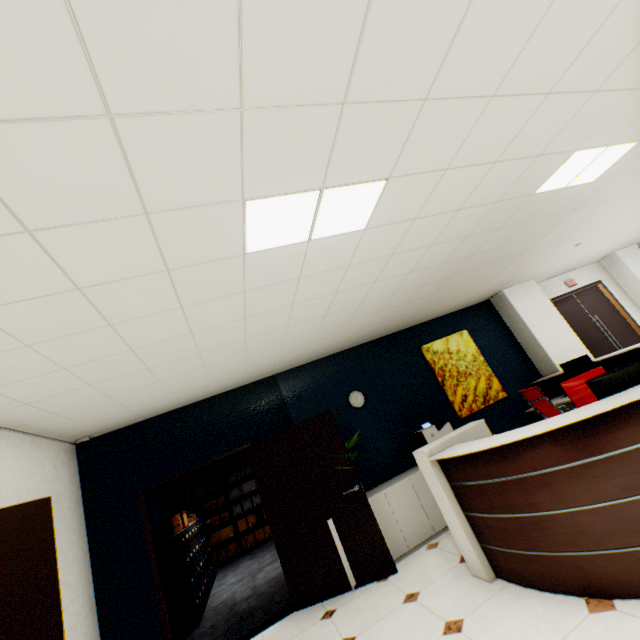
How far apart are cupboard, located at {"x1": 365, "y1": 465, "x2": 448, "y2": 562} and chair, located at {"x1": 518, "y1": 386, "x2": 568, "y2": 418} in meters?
1.0

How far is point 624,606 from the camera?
2.1 meters

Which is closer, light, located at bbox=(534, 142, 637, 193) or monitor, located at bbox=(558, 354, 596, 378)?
light, located at bbox=(534, 142, 637, 193)

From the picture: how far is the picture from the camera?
5.83m

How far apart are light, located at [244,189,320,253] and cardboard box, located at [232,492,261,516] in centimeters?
899cm

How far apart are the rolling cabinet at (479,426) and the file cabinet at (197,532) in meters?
4.6

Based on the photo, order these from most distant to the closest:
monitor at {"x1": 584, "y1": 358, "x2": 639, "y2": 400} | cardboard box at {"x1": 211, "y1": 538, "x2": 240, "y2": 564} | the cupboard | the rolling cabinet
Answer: cardboard box at {"x1": 211, "y1": 538, "x2": 240, "y2": 564}, the cupboard, the rolling cabinet, monitor at {"x1": 584, "y1": 358, "x2": 639, "y2": 400}

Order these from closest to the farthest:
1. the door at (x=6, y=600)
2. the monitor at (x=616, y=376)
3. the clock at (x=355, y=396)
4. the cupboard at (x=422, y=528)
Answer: the door at (x=6, y=600) < the monitor at (x=616, y=376) < the cupboard at (x=422, y=528) < the clock at (x=355, y=396)
